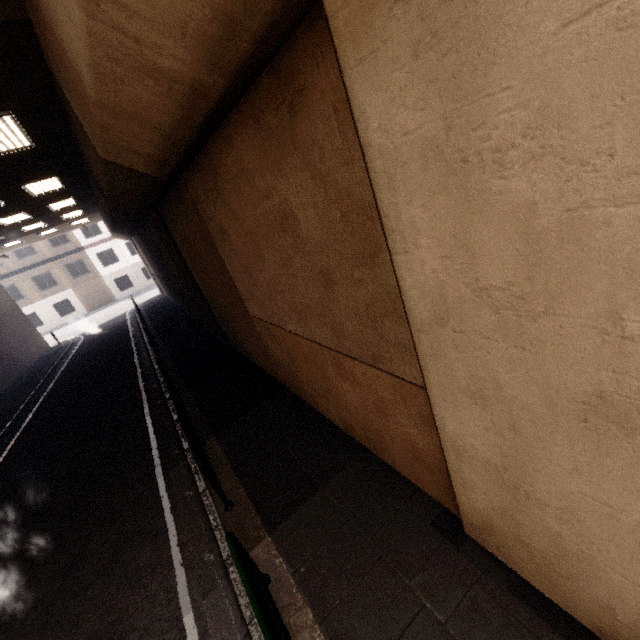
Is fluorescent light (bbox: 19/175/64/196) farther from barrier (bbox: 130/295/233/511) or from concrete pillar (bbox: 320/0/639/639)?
barrier (bbox: 130/295/233/511)

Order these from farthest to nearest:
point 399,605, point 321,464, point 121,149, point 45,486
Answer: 1. point 45,486
2. point 321,464
3. point 121,149
4. point 399,605

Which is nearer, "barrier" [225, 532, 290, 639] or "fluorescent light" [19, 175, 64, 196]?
"barrier" [225, 532, 290, 639]

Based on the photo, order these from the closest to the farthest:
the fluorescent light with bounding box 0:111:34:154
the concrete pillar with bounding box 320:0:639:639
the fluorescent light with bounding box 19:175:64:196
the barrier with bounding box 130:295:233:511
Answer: the concrete pillar with bounding box 320:0:639:639 → the barrier with bounding box 130:295:233:511 → the fluorescent light with bounding box 0:111:34:154 → the fluorescent light with bounding box 19:175:64:196

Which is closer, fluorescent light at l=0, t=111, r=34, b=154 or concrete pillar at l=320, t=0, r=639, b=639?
concrete pillar at l=320, t=0, r=639, b=639

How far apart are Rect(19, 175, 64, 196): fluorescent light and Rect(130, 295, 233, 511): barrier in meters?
7.4 m

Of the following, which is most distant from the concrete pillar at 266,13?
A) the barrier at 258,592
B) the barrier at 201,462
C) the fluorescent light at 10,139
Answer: the barrier at 201,462

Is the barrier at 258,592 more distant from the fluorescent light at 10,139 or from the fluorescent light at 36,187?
the fluorescent light at 36,187
